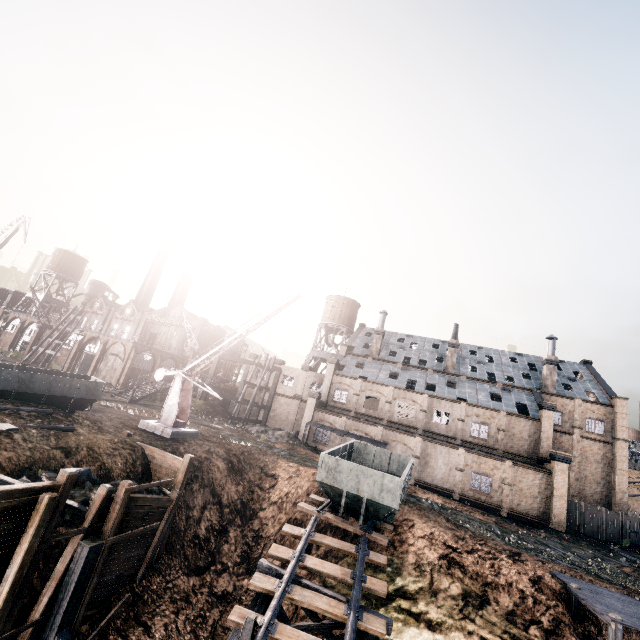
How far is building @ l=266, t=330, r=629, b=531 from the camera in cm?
3328

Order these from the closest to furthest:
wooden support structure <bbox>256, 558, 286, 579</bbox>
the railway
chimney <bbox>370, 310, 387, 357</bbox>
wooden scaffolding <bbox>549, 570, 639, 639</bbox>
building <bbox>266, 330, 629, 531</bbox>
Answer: the railway → wooden support structure <bbox>256, 558, 286, 579</bbox> → wooden scaffolding <bbox>549, 570, 639, 639</bbox> → building <bbox>266, 330, 629, 531</bbox> → chimney <bbox>370, 310, 387, 357</bbox>

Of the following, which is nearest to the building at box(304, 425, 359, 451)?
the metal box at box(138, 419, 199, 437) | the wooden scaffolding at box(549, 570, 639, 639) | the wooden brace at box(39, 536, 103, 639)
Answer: the wooden scaffolding at box(549, 570, 639, 639)

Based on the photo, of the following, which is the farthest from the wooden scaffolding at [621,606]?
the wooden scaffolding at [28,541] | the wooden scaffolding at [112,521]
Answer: the wooden scaffolding at [28,541]

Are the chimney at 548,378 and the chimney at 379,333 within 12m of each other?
no

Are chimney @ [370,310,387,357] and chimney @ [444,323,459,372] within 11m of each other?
yes

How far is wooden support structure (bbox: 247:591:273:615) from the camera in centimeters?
1317cm

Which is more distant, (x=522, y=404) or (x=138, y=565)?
(x=522, y=404)
